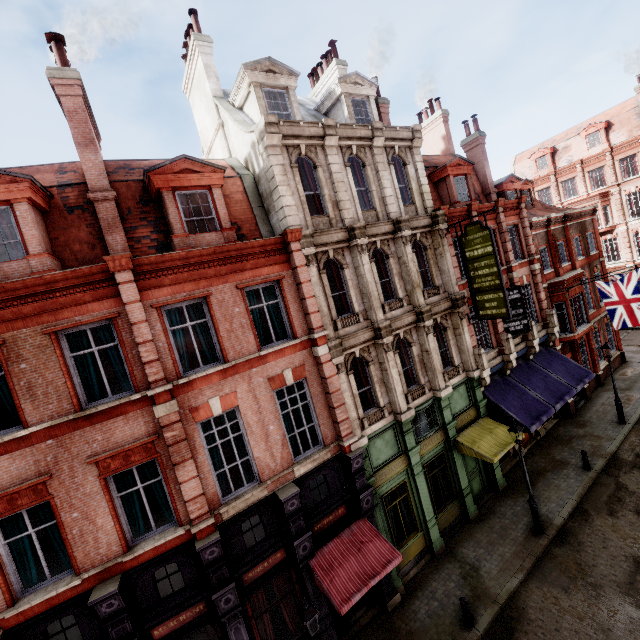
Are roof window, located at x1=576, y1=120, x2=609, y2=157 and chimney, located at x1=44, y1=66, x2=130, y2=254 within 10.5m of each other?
no

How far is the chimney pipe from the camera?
9.4 meters

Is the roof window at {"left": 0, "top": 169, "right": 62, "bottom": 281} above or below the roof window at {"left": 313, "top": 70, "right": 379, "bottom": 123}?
below

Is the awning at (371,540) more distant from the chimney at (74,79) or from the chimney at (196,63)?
the chimney at (196,63)

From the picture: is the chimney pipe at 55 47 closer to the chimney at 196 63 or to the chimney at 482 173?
the chimney at 196 63

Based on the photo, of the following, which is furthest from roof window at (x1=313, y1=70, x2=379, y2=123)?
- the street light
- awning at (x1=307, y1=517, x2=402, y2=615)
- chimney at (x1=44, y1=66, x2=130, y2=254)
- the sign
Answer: the street light

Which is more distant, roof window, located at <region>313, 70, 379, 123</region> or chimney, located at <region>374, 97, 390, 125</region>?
chimney, located at <region>374, 97, 390, 125</region>

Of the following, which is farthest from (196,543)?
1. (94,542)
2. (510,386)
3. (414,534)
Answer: (510,386)
